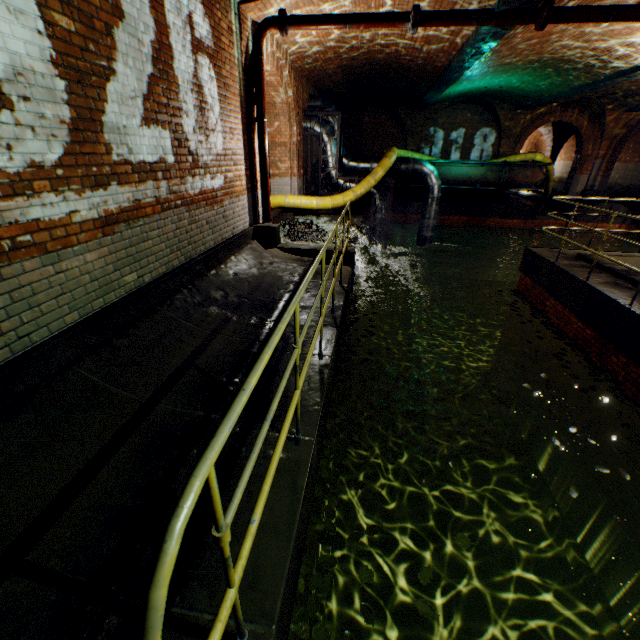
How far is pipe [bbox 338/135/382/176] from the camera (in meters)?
12.34

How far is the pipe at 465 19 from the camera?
5.22m

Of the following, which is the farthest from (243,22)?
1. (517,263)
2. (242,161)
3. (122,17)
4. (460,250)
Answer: (517,263)

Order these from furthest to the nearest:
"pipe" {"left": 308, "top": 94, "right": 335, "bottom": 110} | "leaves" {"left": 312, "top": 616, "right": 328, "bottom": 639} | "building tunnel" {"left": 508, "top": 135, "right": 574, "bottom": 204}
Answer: "building tunnel" {"left": 508, "top": 135, "right": 574, "bottom": 204}
"pipe" {"left": 308, "top": 94, "right": 335, "bottom": 110}
"leaves" {"left": 312, "top": 616, "right": 328, "bottom": 639}

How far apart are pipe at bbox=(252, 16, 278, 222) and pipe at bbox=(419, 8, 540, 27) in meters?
2.5

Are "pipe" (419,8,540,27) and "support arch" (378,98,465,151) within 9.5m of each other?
no

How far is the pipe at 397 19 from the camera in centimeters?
548cm

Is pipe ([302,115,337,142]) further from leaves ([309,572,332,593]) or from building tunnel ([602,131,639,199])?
building tunnel ([602,131,639,199])
